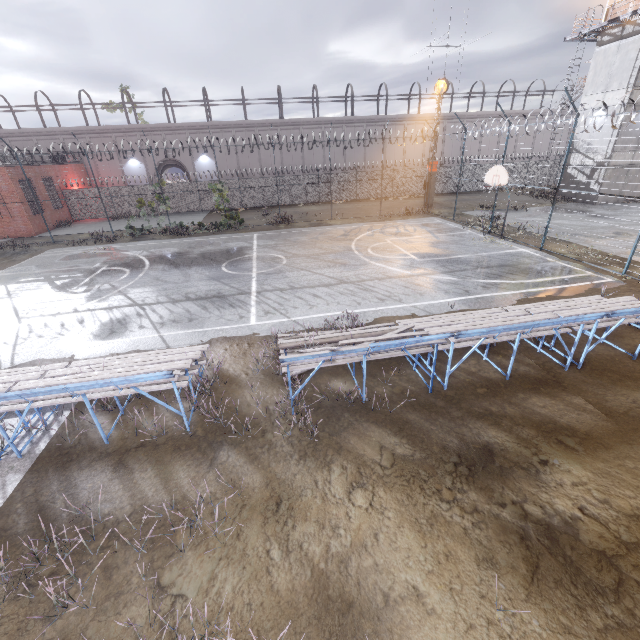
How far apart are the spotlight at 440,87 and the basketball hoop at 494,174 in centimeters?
1171cm

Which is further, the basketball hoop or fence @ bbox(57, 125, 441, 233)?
fence @ bbox(57, 125, 441, 233)

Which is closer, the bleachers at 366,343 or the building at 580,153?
the bleachers at 366,343

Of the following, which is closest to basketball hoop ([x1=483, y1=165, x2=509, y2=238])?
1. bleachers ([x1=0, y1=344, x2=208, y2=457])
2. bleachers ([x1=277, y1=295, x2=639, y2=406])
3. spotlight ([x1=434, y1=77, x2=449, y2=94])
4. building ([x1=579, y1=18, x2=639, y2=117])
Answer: → bleachers ([x1=277, y1=295, x2=639, y2=406])

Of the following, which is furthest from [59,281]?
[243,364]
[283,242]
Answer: [243,364]

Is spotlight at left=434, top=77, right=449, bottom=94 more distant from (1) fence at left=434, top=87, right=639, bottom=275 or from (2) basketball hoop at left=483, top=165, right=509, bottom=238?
(2) basketball hoop at left=483, top=165, right=509, bottom=238

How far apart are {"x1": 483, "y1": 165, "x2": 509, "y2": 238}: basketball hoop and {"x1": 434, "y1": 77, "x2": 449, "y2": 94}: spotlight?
11.71m

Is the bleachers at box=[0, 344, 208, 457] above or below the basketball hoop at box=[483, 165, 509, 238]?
below
